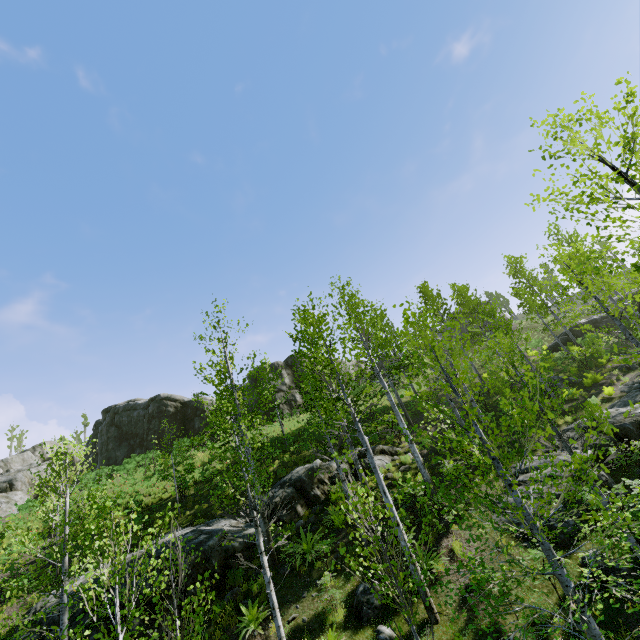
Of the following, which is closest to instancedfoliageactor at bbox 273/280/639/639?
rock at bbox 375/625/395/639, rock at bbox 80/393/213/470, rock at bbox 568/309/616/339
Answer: rock at bbox 375/625/395/639

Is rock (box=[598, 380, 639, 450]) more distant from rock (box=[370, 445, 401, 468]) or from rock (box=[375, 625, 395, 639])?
rock (box=[370, 445, 401, 468])

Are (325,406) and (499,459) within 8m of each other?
yes

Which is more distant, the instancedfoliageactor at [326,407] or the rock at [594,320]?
the rock at [594,320]

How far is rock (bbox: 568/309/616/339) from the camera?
28.97m

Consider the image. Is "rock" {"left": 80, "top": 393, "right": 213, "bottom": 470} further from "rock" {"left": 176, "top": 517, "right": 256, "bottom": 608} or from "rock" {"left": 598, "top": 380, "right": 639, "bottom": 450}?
"rock" {"left": 598, "top": 380, "right": 639, "bottom": 450}

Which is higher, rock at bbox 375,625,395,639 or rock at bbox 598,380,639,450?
rock at bbox 598,380,639,450

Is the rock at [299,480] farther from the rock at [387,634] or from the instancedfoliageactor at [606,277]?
the rock at [387,634]
